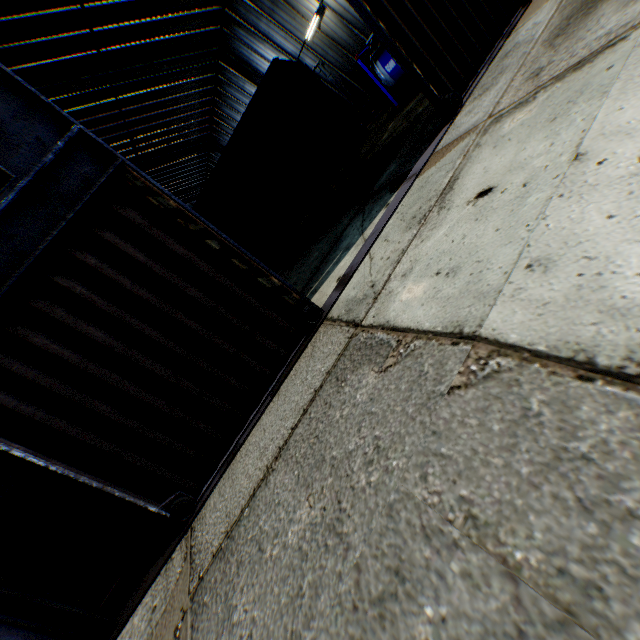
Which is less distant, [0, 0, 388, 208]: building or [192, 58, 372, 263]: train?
[192, 58, 372, 263]: train

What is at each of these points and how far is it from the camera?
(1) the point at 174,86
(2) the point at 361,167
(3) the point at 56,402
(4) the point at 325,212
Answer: (1) building, 23.5m
(2) concrete block, 12.2m
(3) hanging door, 5.1m
(4) concrete block, 11.6m

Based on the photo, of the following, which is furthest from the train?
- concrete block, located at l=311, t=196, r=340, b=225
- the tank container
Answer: the tank container

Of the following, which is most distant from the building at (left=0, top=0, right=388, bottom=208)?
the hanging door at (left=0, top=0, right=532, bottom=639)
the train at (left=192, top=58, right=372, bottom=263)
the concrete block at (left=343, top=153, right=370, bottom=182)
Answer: the concrete block at (left=343, top=153, right=370, bottom=182)

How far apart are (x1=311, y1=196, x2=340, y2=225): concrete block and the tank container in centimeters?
717cm

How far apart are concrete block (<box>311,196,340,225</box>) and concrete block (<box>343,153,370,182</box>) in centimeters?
122cm

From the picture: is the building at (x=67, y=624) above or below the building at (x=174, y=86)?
below

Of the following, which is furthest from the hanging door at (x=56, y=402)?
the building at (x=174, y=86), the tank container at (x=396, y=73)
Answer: the tank container at (x=396, y=73)
